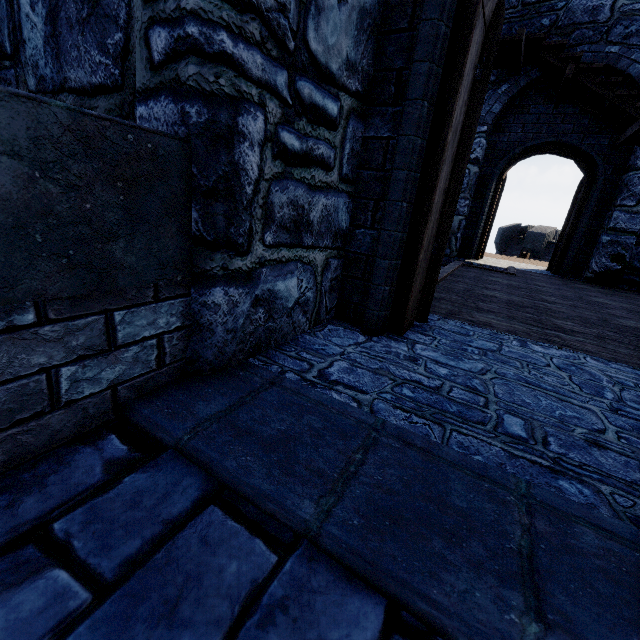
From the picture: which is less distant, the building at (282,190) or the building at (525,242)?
the building at (282,190)

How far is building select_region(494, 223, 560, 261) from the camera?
23.2m

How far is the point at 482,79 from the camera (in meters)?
2.16

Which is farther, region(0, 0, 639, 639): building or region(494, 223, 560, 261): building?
region(494, 223, 560, 261): building

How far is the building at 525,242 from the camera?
23.2m
